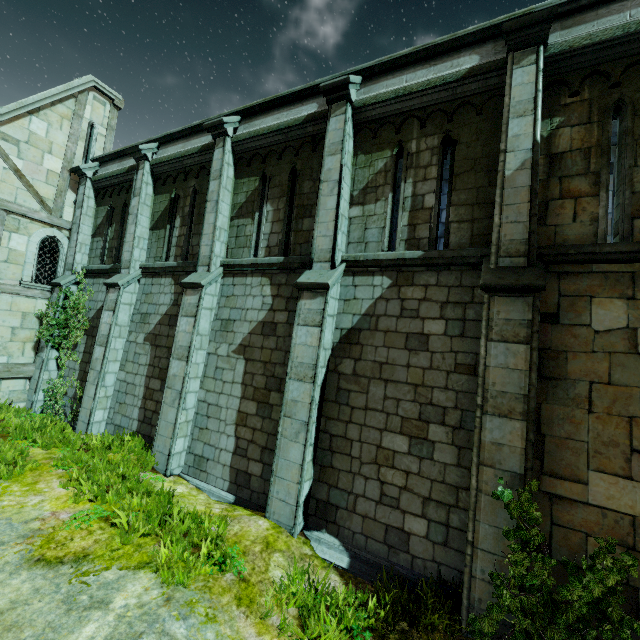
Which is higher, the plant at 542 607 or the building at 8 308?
the building at 8 308

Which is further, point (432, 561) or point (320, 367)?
point (320, 367)

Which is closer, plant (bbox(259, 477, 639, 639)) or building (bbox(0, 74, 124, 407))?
plant (bbox(259, 477, 639, 639))

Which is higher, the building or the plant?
the building

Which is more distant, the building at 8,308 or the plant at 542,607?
the building at 8,308
